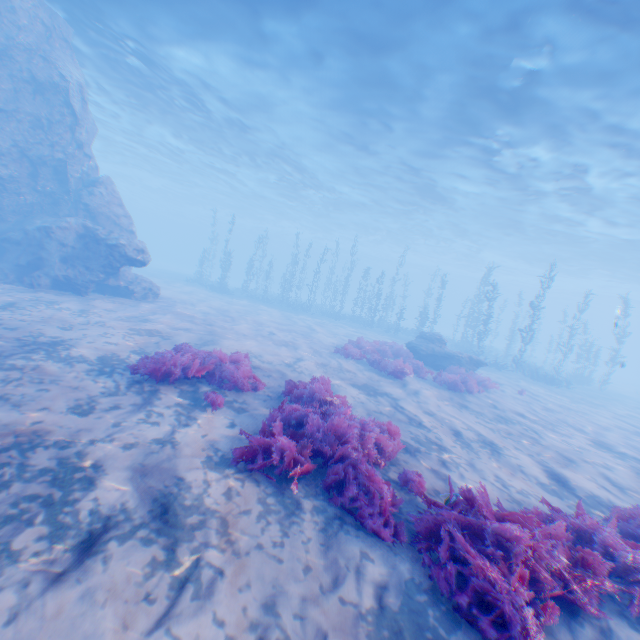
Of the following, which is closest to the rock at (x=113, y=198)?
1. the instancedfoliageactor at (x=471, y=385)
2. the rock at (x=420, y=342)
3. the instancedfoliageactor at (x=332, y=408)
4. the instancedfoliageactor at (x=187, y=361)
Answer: the instancedfoliageactor at (x=332, y=408)

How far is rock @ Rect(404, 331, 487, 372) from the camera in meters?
16.8 m

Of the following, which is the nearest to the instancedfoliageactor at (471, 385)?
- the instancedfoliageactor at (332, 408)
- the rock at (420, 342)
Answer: the rock at (420, 342)

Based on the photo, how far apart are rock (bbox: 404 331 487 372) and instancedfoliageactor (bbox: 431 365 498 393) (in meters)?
2.53

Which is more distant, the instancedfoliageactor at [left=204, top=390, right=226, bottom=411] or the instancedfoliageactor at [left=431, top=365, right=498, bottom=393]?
the instancedfoliageactor at [left=431, top=365, right=498, bottom=393]

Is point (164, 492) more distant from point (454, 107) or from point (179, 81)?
point (179, 81)

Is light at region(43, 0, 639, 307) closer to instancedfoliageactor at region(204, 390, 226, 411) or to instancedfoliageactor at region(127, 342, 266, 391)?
instancedfoliageactor at region(204, 390, 226, 411)

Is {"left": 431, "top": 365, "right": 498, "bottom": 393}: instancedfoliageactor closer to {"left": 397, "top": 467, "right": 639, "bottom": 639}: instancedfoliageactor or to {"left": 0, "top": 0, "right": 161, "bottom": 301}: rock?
{"left": 397, "top": 467, "right": 639, "bottom": 639}: instancedfoliageactor
